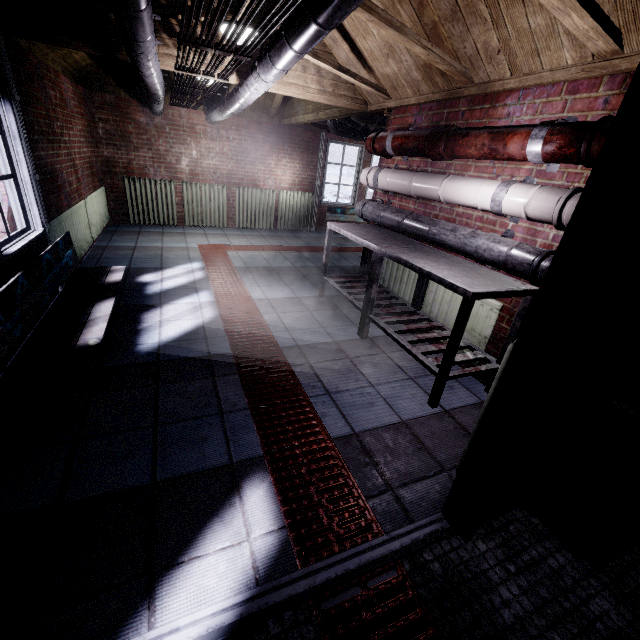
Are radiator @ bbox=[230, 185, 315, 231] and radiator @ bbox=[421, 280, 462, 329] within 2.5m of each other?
no

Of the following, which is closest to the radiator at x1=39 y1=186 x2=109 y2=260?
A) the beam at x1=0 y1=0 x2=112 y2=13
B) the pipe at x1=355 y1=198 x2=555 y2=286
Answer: the beam at x1=0 y1=0 x2=112 y2=13

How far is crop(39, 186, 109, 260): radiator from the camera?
3.0 meters

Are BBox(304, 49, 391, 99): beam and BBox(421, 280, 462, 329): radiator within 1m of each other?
no

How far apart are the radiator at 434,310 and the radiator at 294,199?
4.7 meters

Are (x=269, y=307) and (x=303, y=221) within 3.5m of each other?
no

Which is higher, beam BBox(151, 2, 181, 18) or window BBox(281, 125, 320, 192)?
beam BBox(151, 2, 181, 18)

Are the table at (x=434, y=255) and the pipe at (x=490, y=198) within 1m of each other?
yes
